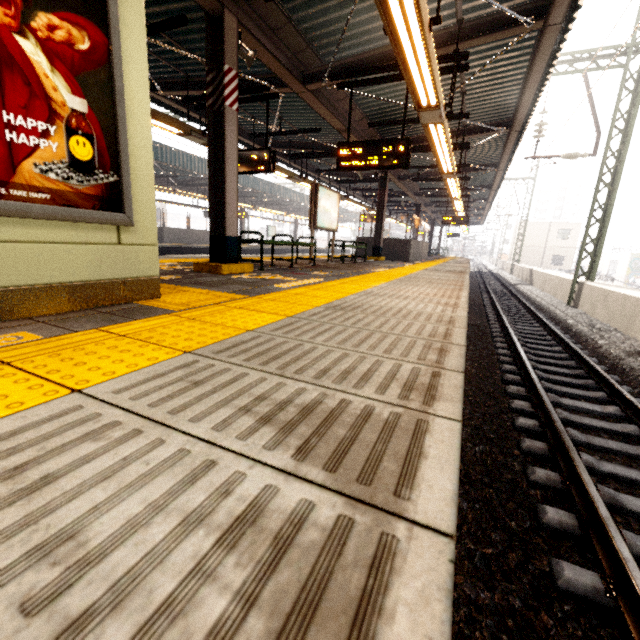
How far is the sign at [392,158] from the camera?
6.28m

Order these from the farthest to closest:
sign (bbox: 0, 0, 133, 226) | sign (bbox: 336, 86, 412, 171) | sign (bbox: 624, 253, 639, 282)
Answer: A: sign (bbox: 624, 253, 639, 282), sign (bbox: 336, 86, 412, 171), sign (bbox: 0, 0, 133, 226)

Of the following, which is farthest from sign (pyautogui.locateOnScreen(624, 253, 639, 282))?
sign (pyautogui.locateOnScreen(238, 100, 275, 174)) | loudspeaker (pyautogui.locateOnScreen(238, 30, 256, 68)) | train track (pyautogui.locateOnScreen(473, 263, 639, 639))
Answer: loudspeaker (pyautogui.locateOnScreen(238, 30, 256, 68))

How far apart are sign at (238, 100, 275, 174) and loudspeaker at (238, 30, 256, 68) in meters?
2.2

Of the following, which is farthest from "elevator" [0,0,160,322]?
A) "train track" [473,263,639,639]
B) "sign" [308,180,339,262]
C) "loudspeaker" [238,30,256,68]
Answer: "sign" [308,180,339,262]

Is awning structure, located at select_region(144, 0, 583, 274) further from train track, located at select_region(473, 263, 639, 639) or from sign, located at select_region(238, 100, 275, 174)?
train track, located at select_region(473, 263, 639, 639)

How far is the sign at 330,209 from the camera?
8.16m

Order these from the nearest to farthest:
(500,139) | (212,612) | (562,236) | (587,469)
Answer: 1. (212,612)
2. (587,469)
3. (500,139)
4. (562,236)
